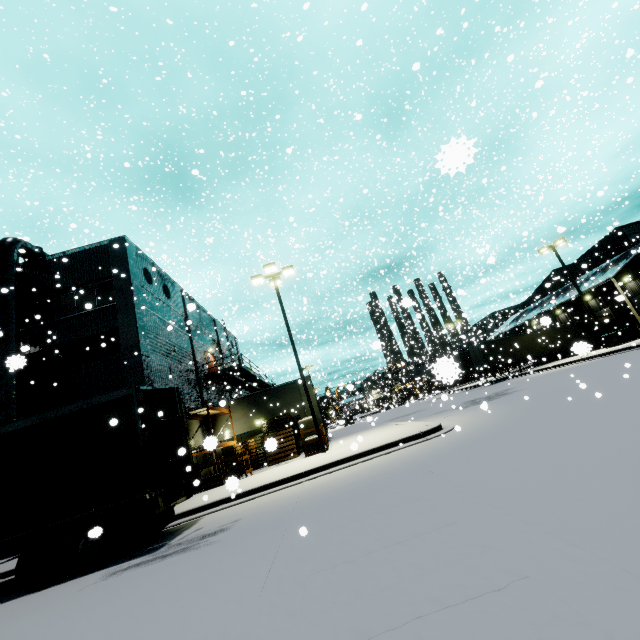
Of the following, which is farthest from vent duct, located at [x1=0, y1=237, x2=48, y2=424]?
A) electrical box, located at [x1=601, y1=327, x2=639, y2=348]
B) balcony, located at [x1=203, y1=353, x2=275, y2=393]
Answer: electrical box, located at [x1=601, y1=327, x2=639, y2=348]

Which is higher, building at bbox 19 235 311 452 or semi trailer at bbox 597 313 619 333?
building at bbox 19 235 311 452

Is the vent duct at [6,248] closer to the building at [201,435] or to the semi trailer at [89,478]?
the building at [201,435]

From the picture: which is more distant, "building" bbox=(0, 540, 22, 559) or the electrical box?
the electrical box

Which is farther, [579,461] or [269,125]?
[269,125]

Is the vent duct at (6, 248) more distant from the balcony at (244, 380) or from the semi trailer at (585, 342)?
the balcony at (244, 380)

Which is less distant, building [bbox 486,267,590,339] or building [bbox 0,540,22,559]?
building [bbox 0,540,22,559]

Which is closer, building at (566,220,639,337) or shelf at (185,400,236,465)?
shelf at (185,400,236,465)
